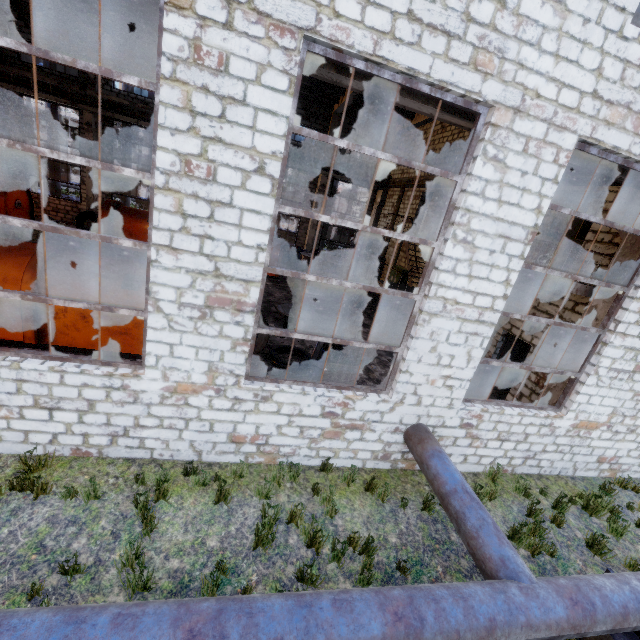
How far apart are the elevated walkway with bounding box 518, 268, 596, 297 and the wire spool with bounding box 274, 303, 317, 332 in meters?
6.1

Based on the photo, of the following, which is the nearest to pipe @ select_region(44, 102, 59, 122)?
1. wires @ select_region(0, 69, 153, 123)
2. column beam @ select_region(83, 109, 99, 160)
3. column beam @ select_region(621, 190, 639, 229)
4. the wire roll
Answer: column beam @ select_region(83, 109, 99, 160)

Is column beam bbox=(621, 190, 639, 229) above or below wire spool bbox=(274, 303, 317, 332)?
above

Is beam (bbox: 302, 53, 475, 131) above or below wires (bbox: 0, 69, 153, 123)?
below

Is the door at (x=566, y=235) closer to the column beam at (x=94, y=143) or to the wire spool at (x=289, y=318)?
the wire spool at (x=289, y=318)

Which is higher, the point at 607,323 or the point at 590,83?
the point at 590,83

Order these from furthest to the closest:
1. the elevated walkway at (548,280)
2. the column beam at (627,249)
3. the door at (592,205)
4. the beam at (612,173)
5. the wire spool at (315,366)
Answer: the door at (592,205) < the wire spool at (315,366) < the elevated walkway at (548,280) < the column beam at (627,249) < the beam at (612,173)

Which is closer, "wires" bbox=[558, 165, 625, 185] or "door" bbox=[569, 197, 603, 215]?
"wires" bbox=[558, 165, 625, 185]
